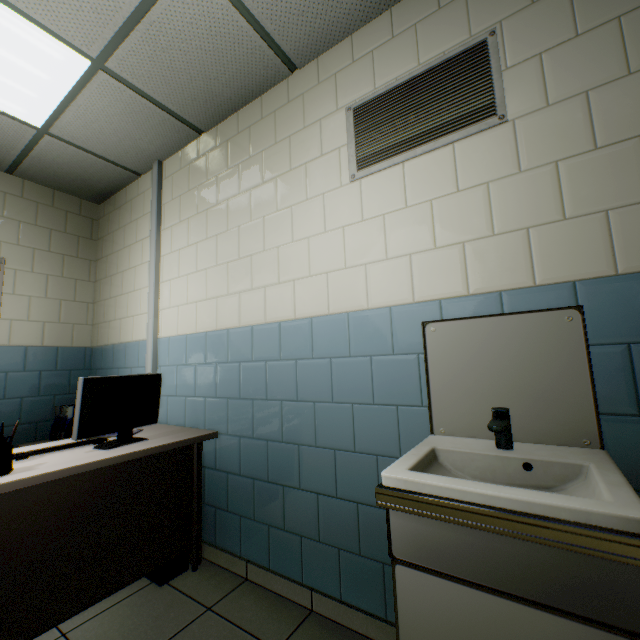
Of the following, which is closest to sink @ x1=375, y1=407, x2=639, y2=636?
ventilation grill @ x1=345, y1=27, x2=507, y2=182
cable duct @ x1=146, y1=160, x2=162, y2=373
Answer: ventilation grill @ x1=345, y1=27, x2=507, y2=182

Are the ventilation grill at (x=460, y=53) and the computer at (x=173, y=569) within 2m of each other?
no

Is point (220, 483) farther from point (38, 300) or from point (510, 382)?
point (38, 300)

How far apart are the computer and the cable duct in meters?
0.9

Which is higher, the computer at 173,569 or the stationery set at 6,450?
the stationery set at 6,450

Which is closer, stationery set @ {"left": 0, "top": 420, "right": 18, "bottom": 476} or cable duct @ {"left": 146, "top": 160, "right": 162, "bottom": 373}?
stationery set @ {"left": 0, "top": 420, "right": 18, "bottom": 476}

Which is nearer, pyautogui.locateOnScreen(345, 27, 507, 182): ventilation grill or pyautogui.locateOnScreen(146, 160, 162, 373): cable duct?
pyautogui.locateOnScreen(345, 27, 507, 182): ventilation grill

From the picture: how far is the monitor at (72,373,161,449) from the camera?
1.8m
